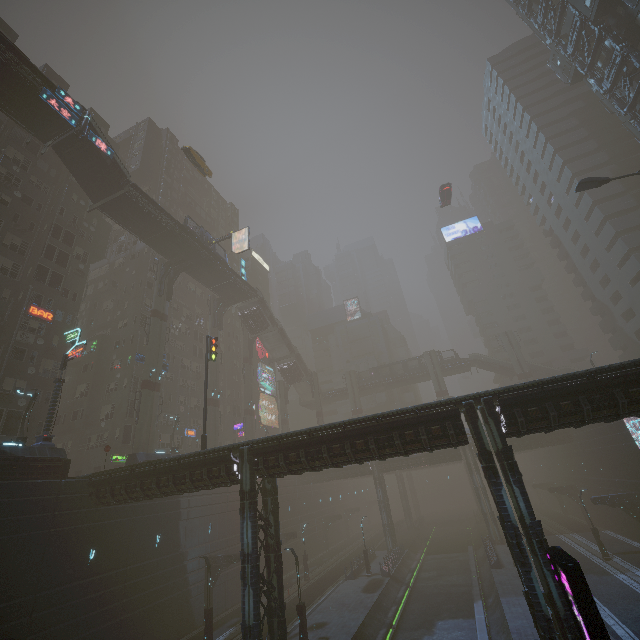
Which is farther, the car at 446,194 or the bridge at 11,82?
the car at 446,194

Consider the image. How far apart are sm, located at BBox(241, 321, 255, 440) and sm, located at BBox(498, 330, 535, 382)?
45.07m

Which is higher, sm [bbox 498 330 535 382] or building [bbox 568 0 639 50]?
building [bbox 568 0 639 50]

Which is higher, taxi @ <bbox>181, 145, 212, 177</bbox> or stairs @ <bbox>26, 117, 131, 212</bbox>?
taxi @ <bbox>181, 145, 212, 177</bbox>

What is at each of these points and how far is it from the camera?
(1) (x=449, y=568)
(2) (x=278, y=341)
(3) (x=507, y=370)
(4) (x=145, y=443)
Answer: (1) train rail, 37.8m
(2) stairs, 59.5m
(3) stairs, 58.8m
(4) sm, 32.8m

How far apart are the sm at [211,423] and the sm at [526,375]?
49.1 meters

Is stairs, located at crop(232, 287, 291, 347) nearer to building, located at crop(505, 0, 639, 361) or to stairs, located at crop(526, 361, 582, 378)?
building, located at crop(505, 0, 639, 361)

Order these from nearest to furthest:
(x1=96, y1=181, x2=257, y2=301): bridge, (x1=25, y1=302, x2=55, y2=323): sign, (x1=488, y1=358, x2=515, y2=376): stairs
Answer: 1. (x1=25, y1=302, x2=55, y2=323): sign
2. (x1=96, y1=181, x2=257, y2=301): bridge
3. (x1=488, y1=358, x2=515, y2=376): stairs
